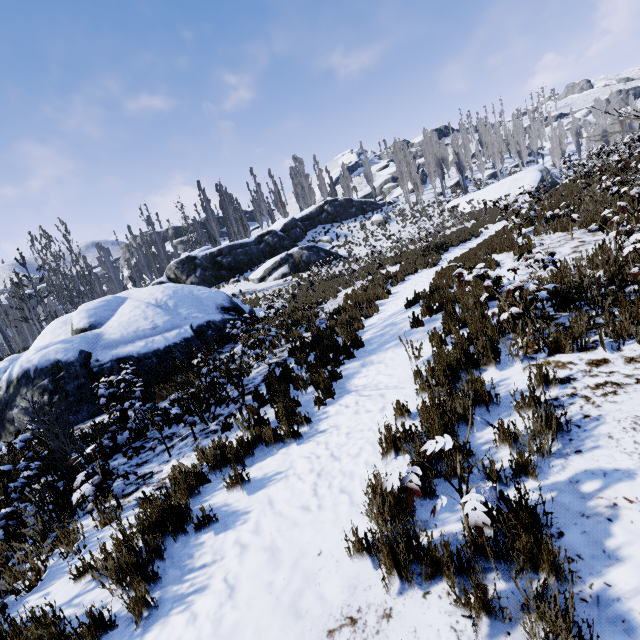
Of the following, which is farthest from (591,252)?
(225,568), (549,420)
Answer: (225,568)

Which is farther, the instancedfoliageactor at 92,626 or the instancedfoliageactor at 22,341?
the instancedfoliageactor at 22,341

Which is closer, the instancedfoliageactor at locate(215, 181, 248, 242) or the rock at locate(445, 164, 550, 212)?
the rock at locate(445, 164, 550, 212)

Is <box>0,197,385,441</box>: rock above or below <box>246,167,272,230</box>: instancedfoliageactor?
below

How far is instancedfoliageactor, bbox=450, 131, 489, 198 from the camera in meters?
48.5 m

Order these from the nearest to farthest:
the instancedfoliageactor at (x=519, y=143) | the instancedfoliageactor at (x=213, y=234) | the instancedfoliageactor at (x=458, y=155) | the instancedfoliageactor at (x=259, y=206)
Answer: the instancedfoliageactor at (x=213, y=234)
the instancedfoliageactor at (x=259, y=206)
the instancedfoliageactor at (x=458, y=155)
the instancedfoliageactor at (x=519, y=143)
